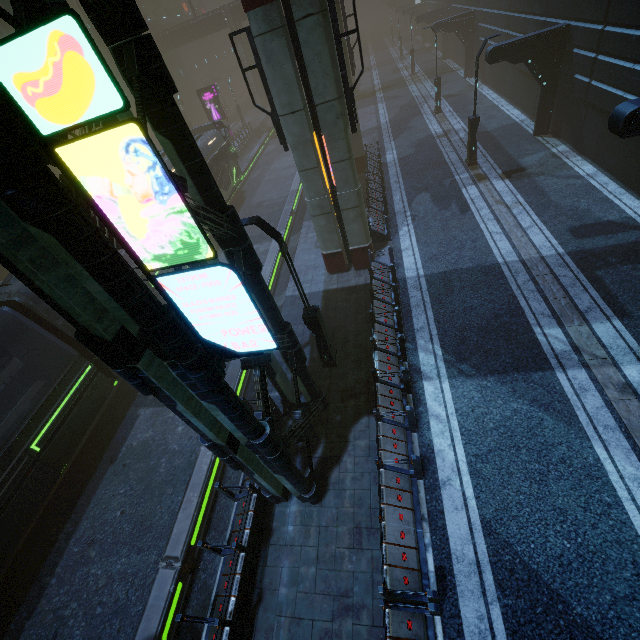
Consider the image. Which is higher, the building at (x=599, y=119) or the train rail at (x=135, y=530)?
the building at (x=599, y=119)

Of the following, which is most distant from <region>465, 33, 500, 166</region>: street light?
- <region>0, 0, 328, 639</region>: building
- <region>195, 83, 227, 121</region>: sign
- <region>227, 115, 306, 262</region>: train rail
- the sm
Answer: <region>195, 83, 227, 121</region>: sign

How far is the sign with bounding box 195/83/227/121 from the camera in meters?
34.0 m

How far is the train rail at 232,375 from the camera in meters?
12.3

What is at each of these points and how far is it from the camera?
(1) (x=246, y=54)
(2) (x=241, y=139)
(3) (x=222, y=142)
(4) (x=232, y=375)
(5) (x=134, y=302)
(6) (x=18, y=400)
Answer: (1) building, 45.3 meters
(2) building, 36.5 meters
(3) train, 25.4 meters
(4) train rail, 12.6 meters
(5) building, 3.4 meters
(6) train, 11.7 meters

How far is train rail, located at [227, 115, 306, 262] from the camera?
21.4m

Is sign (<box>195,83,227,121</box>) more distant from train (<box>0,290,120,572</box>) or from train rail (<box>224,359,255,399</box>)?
train (<box>0,290,120,572</box>)

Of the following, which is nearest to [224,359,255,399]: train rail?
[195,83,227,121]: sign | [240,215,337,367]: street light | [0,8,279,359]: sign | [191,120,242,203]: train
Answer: [191,120,242,203]: train
